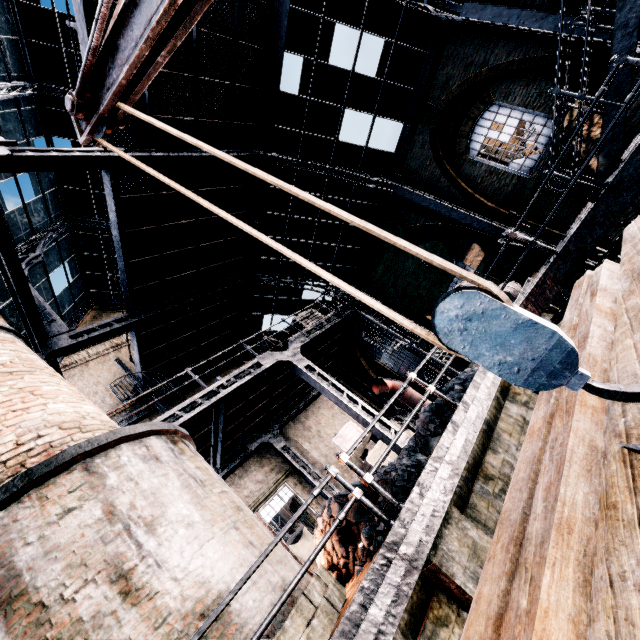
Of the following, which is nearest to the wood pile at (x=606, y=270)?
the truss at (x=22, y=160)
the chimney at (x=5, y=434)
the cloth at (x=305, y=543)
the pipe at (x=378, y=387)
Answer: the truss at (x=22, y=160)

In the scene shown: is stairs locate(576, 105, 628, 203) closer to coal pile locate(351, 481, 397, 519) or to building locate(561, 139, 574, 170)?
building locate(561, 139, 574, 170)

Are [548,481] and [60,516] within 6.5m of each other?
yes

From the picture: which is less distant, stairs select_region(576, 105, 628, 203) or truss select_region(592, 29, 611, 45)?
stairs select_region(576, 105, 628, 203)

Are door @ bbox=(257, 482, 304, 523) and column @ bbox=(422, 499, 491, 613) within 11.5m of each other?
yes

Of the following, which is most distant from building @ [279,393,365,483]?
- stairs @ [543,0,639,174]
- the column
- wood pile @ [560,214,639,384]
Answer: the column

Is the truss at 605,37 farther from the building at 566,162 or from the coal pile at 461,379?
the coal pile at 461,379

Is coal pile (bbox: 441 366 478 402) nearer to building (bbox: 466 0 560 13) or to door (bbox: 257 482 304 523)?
building (bbox: 466 0 560 13)
